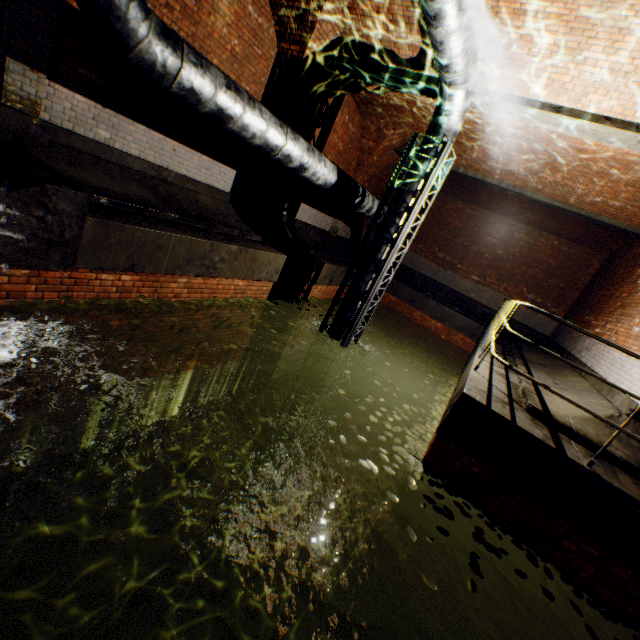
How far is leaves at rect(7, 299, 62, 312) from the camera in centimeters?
378cm

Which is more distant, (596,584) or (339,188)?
(339,188)

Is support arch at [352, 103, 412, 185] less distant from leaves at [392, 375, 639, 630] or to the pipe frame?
the pipe frame

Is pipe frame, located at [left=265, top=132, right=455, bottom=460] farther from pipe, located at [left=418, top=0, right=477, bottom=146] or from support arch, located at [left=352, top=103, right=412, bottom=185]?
support arch, located at [left=352, top=103, right=412, bottom=185]

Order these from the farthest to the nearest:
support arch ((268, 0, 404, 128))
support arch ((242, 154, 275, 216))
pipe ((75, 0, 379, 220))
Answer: support arch ((242, 154, 275, 216)) → support arch ((268, 0, 404, 128)) → pipe ((75, 0, 379, 220))

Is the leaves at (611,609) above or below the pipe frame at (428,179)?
below

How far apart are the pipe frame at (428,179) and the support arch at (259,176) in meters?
2.6 m

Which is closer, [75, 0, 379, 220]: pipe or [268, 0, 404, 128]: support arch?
[75, 0, 379, 220]: pipe
